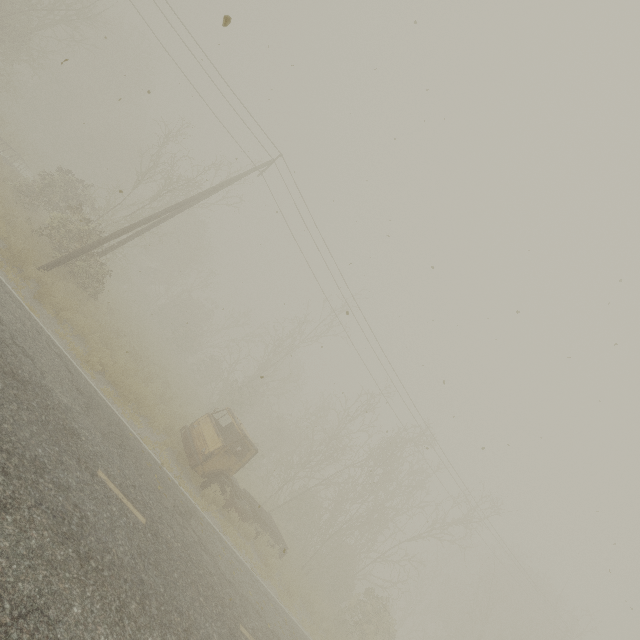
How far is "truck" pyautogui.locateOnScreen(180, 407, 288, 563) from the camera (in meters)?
12.42

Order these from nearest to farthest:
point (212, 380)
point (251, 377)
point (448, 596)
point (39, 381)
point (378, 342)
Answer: point (39, 381) → point (378, 342) → point (212, 380) → point (251, 377) → point (448, 596)

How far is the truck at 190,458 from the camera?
12.42m
